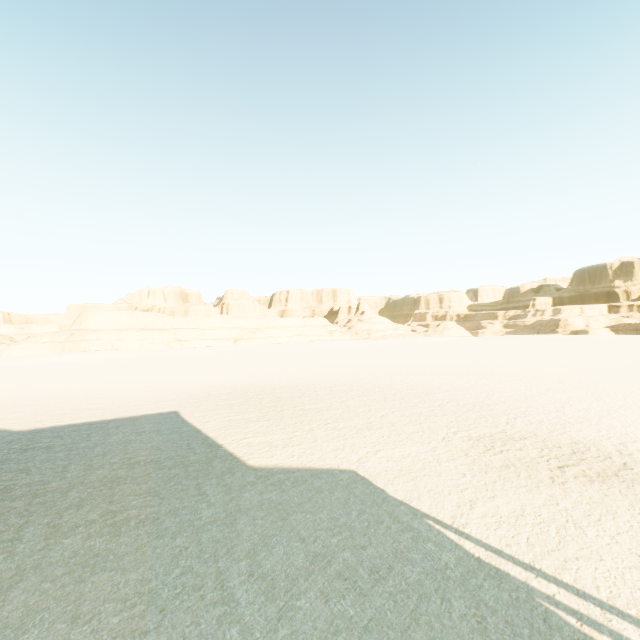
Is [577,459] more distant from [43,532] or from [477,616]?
[43,532]
